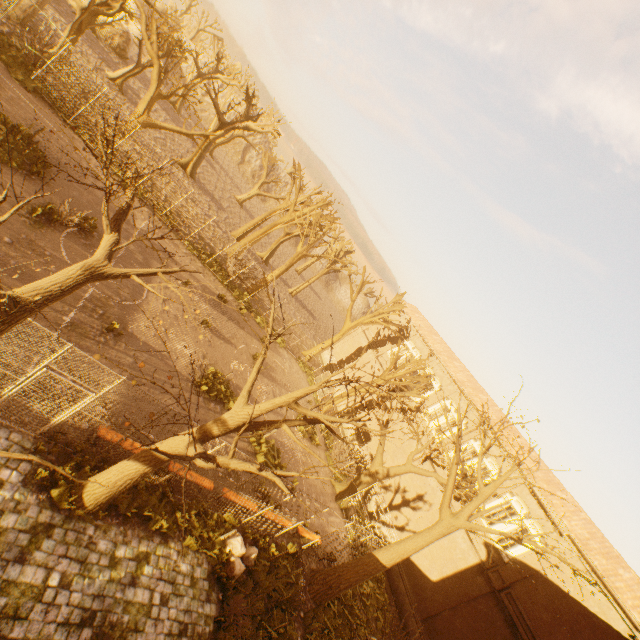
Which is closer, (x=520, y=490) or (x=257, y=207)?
(x=520, y=490)

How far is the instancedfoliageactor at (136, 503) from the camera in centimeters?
863cm

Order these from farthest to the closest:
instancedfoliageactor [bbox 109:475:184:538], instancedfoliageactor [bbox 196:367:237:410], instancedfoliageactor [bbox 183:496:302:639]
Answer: instancedfoliageactor [bbox 196:367:237:410]
instancedfoliageactor [bbox 183:496:302:639]
instancedfoliageactor [bbox 109:475:184:538]

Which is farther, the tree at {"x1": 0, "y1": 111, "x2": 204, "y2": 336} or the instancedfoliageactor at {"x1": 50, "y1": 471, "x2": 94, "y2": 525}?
the instancedfoliageactor at {"x1": 50, "y1": 471, "x2": 94, "y2": 525}

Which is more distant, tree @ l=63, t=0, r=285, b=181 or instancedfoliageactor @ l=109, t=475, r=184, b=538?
tree @ l=63, t=0, r=285, b=181

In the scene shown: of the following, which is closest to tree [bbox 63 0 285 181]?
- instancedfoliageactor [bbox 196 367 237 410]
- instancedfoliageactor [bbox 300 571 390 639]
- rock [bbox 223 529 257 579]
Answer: instancedfoliageactor [bbox 300 571 390 639]

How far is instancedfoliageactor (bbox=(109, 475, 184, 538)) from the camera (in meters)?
8.63

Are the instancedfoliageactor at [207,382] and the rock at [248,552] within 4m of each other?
no
